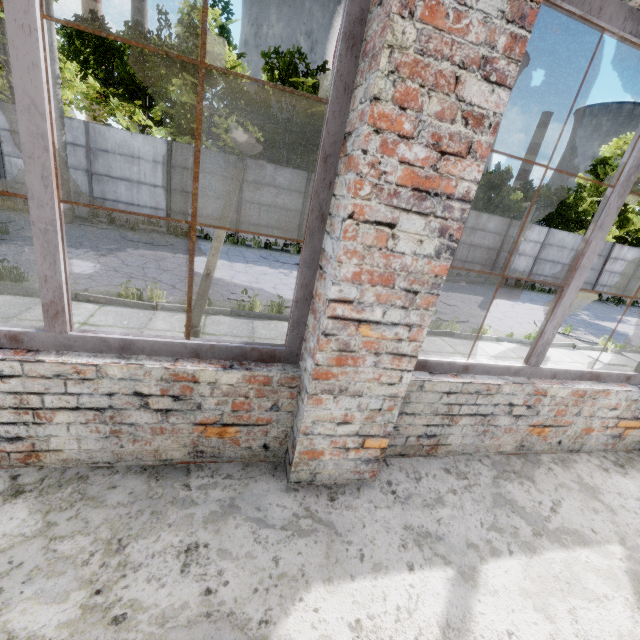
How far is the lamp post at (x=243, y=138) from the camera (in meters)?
2.84

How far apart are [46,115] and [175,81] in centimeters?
1830cm

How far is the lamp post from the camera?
2.84m
